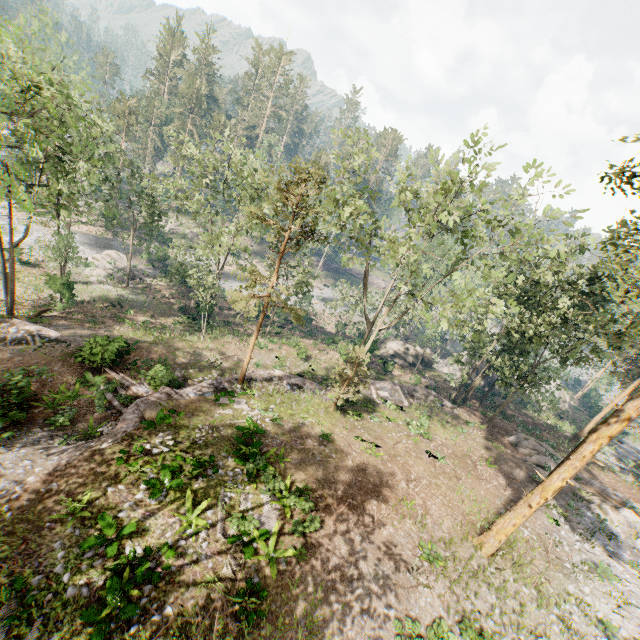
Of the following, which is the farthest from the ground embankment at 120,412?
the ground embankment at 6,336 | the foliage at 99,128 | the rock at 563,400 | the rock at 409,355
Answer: the rock at 563,400

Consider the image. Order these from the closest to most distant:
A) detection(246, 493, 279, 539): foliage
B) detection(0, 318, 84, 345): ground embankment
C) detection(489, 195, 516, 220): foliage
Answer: detection(246, 493, 279, 539): foliage
detection(489, 195, 516, 220): foliage
detection(0, 318, 84, 345): ground embankment

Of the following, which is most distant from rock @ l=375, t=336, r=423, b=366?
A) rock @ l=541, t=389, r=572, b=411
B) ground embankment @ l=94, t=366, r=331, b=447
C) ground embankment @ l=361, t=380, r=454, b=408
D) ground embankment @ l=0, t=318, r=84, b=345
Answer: ground embankment @ l=0, t=318, r=84, b=345

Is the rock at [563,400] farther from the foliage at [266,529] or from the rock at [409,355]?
the rock at [409,355]

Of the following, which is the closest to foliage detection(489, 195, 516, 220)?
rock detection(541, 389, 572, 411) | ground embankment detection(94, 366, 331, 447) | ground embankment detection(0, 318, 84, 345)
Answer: ground embankment detection(0, 318, 84, 345)

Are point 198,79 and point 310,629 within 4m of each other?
no

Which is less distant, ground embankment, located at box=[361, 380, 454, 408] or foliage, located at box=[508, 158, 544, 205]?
foliage, located at box=[508, 158, 544, 205]

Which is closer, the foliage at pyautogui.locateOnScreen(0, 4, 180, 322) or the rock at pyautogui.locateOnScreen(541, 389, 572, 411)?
the foliage at pyautogui.locateOnScreen(0, 4, 180, 322)
